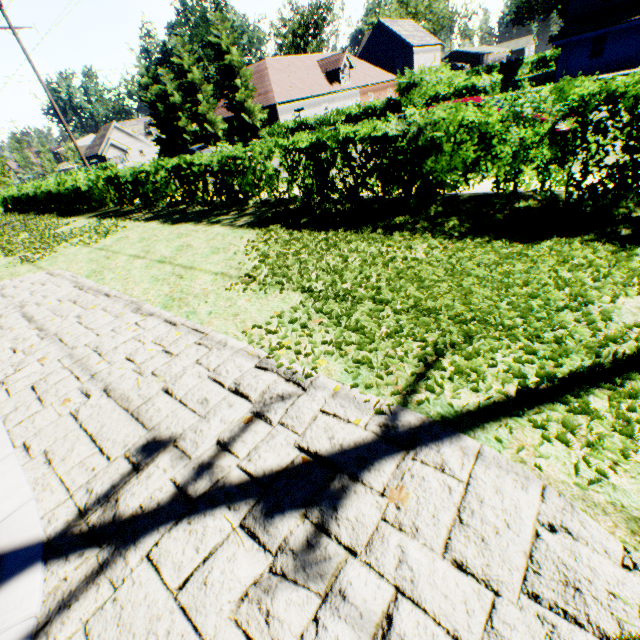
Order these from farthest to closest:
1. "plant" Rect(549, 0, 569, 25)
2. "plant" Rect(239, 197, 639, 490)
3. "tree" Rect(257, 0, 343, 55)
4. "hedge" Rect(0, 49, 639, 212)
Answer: "plant" Rect(549, 0, 569, 25) → "tree" Rect(257, 0, 343, 55) → "hedge" Rect(0, 49, 639, 212) → "plant" Rect(239, 197, 639, 490)

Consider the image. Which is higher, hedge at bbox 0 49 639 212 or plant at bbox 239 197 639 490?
hedge at bbox 0 49 639 212

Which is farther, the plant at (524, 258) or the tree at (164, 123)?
the tree at (164, 123)

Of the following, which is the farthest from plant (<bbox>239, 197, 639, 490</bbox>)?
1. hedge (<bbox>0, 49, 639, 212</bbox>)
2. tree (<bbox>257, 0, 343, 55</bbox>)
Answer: hedge (<bbox>0, 49, 639, 212</bbox>)

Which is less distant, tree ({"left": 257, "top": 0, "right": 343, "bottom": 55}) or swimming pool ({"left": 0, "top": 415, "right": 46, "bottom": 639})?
swimming pool ({"left": 0, "top": 415, "right": 46, "bottom": 639})

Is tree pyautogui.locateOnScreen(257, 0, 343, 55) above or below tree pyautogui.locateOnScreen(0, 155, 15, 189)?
above

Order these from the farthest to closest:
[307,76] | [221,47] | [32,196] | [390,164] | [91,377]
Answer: [307,76] < [221,47] < [32,196] < [390,164] < [91,377]

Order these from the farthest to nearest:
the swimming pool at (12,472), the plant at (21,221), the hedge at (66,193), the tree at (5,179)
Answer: the tree at (5,179), the plant at (21,221), the hedge at (66,193), the swimming pool at (12,472)
